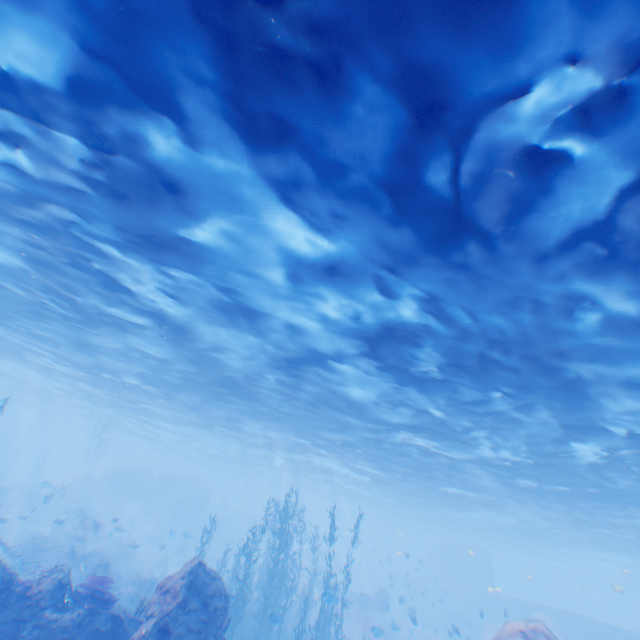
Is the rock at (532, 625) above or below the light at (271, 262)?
below

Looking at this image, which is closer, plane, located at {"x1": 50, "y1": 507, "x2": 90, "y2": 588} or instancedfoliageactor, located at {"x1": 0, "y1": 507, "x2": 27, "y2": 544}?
plane, located at {"x1": 50, "y1": 507, "x2": 90, "y2": 588}

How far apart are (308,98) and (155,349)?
16.59m

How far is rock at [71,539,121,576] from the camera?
22.7 meters

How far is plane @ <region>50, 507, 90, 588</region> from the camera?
19.34m

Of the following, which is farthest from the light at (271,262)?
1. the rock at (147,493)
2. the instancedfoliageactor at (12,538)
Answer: the instancedfoliageactor at (12,538)

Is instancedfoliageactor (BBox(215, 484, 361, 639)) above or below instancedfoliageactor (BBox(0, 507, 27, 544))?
above

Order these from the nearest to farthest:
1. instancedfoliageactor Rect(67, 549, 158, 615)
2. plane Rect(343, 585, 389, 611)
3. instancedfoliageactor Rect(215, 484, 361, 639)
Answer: →
1. instancedfoliageactor Rect(67, 549, 158, 615)
2. instancedfoliageactor Rect(215, 484, 361, 639)
3. plane Rect(343, 585, 389, 611)
